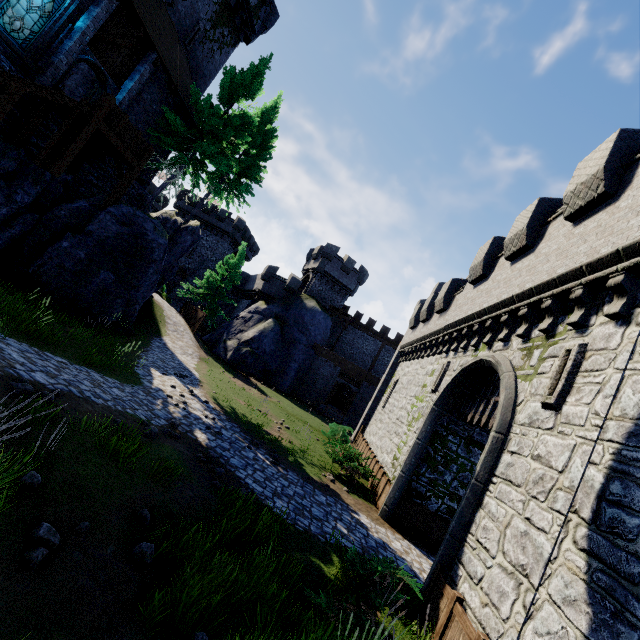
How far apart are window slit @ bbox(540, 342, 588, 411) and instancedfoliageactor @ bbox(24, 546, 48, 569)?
8.12m

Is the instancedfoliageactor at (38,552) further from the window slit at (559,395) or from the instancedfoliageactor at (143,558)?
the window slit at (559,395)

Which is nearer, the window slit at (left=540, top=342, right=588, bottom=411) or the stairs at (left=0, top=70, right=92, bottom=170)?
the window slit at (left=540, top=342, right=588, bottom=411)

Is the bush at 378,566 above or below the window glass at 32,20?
below

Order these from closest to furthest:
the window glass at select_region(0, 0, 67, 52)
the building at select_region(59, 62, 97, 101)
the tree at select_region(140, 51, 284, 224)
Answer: the window glass at select_region(0, 0, 67, 52), the tree at select_region(140, 51, 284, 224), the building at select_region(59, 62, 97, 101)

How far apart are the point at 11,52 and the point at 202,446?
16.5m

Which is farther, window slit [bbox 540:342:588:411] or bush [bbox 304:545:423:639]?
window slit [bbox 540:342:588:411]

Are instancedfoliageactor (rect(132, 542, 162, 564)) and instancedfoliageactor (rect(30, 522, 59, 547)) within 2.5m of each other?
yes
